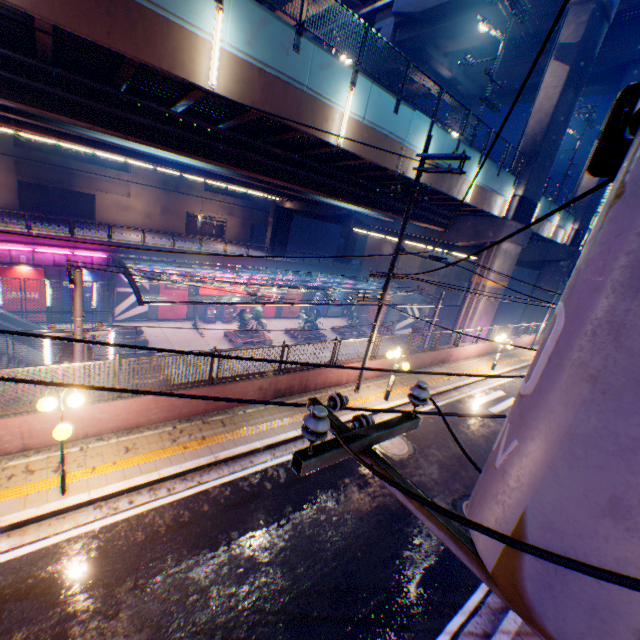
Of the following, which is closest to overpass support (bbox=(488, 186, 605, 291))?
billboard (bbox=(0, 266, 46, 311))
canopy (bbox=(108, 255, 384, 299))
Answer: canopy (bbox=(108, 255, 384, 299))

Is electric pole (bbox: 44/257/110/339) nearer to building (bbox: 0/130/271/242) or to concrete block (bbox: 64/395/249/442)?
concrete block (bbox: 64/395/249/442)

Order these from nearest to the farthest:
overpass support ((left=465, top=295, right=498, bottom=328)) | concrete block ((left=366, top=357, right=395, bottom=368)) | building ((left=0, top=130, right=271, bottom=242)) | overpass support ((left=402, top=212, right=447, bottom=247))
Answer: concrete block ((left=366, top=357, right=395, bottom=368)) < overpass support ((left=402, top=212, right=447, bottom=247)) < overpass support ((left=465, top=295, right=498, bottom=328)) < building ((left=0, top=130, right=271, bottom=242))

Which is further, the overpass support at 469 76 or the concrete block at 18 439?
the overpass support at 469 76

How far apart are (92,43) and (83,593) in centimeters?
1226cm

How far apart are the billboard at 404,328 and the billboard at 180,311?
24.0m

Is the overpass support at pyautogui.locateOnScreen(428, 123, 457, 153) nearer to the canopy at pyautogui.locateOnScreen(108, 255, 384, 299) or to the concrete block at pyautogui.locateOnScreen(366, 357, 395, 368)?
the concrete block at pyautogui.locateOnScreen(366, 357, 395, 368)

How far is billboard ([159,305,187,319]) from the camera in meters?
30.8 m
